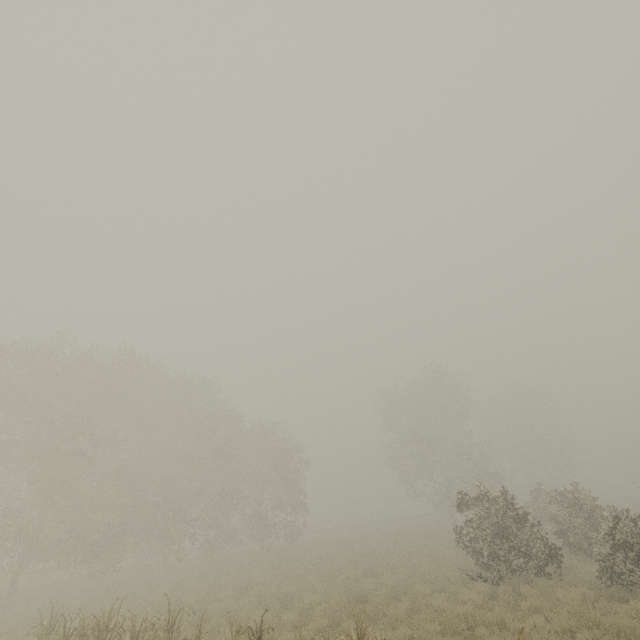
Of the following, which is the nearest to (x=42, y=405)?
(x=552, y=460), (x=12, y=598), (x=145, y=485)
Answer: (x=145, y=485)
